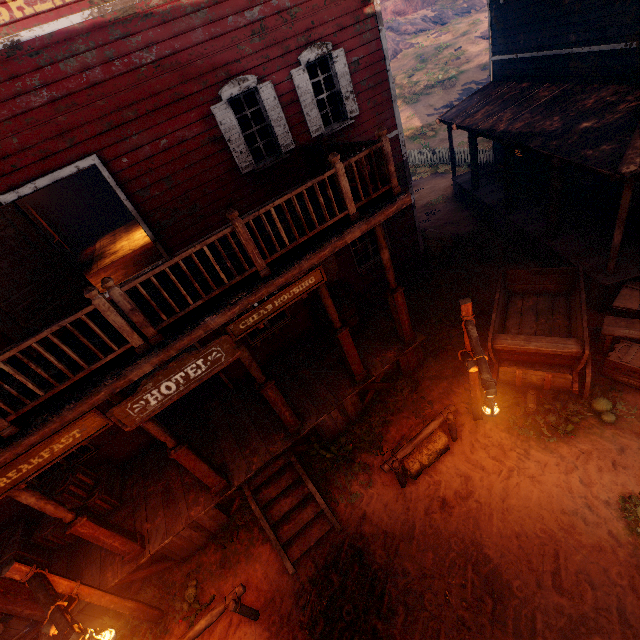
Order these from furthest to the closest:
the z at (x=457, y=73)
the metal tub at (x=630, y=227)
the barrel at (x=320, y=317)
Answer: the z at (x=457, y=73)
the barrel at (x=320, y=317)
the metal tub at (x=630, y=227)

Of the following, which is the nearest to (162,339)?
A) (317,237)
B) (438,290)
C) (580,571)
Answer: (317,237)

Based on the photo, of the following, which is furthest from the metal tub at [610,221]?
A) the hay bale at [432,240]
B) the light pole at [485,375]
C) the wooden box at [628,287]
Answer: the light pole at [485,375]

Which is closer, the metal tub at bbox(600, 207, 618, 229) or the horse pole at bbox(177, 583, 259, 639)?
the horse pole at bbox(177, 583, 259, 639)

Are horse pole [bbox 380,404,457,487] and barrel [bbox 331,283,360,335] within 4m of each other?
yes

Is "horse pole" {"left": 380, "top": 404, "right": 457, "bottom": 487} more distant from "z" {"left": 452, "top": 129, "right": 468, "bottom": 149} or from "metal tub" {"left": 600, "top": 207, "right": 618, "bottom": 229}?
"metal tub" {"left": 600, "top": 207, "right": 618, "bottom": 229}

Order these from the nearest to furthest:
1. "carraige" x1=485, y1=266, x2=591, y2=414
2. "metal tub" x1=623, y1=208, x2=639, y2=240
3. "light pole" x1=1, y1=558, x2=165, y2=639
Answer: "light pole" x1=1, y1=558, x2=165, y2=639 → "carraige" x1=485, y1=266, x2=591, y2=414 → "metal tub" x1=623, y1=208, x2=639, y2=240

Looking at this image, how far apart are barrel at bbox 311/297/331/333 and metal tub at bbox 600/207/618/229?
7.0 meters
